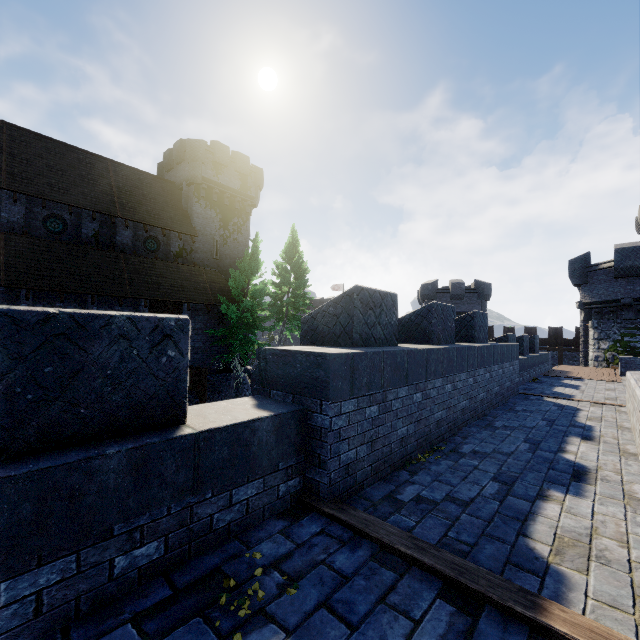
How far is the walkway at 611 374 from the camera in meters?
15.1

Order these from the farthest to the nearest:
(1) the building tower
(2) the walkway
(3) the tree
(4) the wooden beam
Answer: (1) the building tower, (3) the tree, (2) the walkway, (4) the wooden beam

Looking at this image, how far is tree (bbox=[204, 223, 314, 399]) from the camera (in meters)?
23.58

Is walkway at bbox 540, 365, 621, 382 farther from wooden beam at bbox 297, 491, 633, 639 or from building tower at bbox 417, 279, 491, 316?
wooden beam at bbox 297, 491, 633, 639

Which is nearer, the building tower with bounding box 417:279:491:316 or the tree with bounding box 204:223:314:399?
the tree with bounding box 204:223:314:399

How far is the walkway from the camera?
15.07m

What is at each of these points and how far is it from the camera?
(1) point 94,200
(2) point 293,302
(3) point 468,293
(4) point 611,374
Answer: (1) building, 22.6m
(2) tree, 28.3m
(3) building tower, 33.8m
(4) walkway, 17.0m

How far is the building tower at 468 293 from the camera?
33.38m
